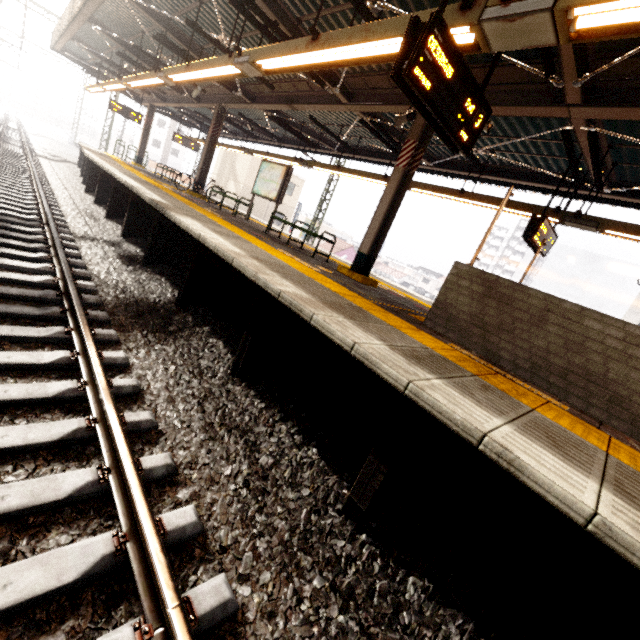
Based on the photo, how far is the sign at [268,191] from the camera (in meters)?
9.52

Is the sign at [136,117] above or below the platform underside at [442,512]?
above

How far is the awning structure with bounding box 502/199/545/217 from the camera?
7.14m

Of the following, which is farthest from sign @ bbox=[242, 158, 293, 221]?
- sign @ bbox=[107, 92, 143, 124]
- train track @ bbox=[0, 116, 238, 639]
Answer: sign @ bbox=[107, 92, 143, 124]

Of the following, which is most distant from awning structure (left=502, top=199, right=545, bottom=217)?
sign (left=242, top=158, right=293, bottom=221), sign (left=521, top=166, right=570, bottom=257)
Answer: sign (left=242, top=158, right=293, bottom=221)

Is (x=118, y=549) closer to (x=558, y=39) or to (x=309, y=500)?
(x=309, y=500)

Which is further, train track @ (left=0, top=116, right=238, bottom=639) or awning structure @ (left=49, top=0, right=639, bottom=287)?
awning structure @ (left=49, top=0, right=639, bottom=287)

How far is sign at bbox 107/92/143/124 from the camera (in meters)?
16.25
